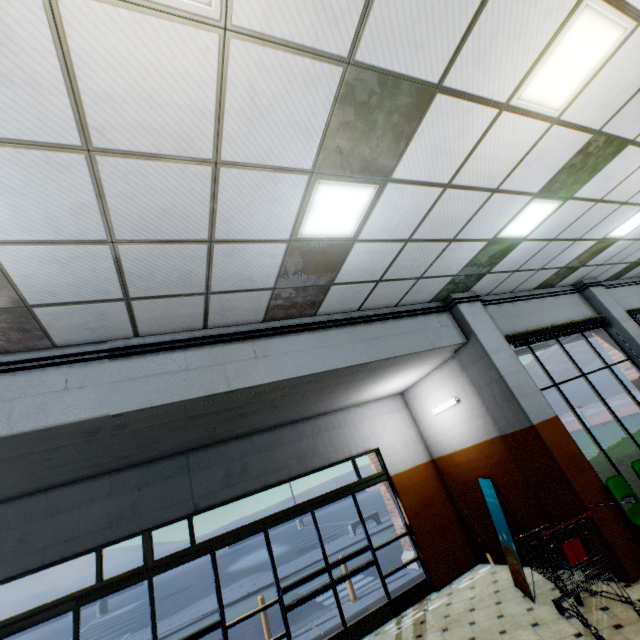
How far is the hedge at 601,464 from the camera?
5.9 meters

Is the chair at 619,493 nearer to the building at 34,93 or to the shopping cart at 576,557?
the building at 34,93

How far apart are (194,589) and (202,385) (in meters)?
24.14

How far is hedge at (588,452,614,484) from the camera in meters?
5.9

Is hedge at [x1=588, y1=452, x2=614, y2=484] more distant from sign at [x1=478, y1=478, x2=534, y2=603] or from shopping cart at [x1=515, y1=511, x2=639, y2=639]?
shopping cart at [x1=515, y1=511, x2=639, y2=639]

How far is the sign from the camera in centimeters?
507cm

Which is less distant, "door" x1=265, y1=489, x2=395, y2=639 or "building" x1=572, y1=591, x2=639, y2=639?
"building" x1=572, y1=591, x2=639, y2=639
